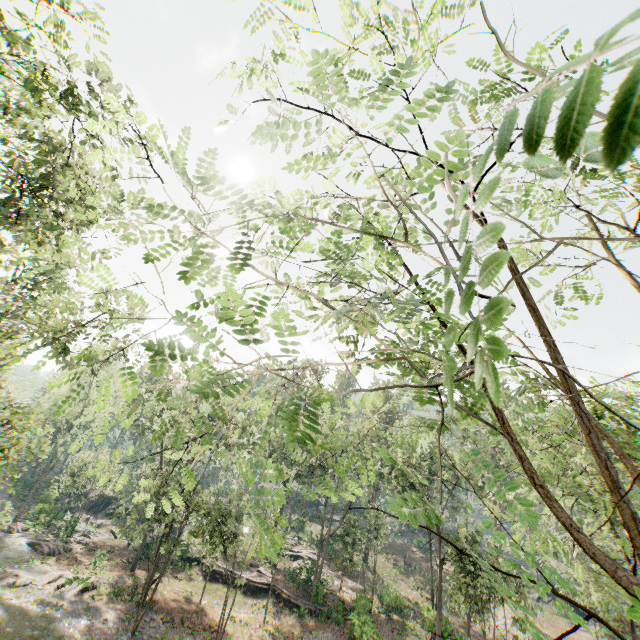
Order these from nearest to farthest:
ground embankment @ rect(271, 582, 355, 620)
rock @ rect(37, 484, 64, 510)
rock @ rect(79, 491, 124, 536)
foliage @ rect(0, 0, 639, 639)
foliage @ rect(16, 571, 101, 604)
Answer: foliage @ rect(0, 0, 639, 639)
foliage @ rect(16, 571, 101, 604)
ground embankment @ rect(271, 582, 355, 620)
rock @ rect(37, 484, 64, 510)
rock @ rect(79, 491, 124, 536)

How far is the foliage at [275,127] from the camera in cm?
145

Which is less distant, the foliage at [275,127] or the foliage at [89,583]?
the foliage at [275,127]

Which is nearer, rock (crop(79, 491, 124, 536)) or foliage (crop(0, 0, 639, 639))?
foliage (crop(0, 0, 639, 639))

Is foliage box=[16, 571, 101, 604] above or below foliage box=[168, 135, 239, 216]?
below

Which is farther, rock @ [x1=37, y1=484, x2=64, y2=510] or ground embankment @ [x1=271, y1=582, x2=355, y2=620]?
rock @ [x1=37, y1=484, x2=64, y2=510]

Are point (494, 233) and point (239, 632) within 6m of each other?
no
